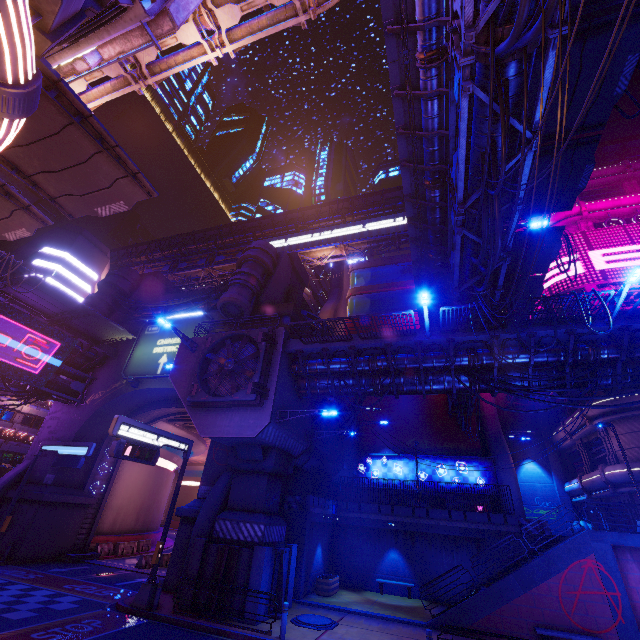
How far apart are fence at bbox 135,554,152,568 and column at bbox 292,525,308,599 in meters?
12.8

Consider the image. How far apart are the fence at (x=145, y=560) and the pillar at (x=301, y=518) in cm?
1317

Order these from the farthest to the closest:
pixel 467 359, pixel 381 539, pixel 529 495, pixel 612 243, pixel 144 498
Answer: pixel 144 498, pixel 529 495, pixel 612 243, pixel 381 539, pixel 467 359

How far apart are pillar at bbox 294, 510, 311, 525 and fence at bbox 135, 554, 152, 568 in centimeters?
1317cm

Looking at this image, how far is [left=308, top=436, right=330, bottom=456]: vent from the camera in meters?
23.0 m

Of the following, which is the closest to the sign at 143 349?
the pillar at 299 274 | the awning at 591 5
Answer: the pillar at 299 274

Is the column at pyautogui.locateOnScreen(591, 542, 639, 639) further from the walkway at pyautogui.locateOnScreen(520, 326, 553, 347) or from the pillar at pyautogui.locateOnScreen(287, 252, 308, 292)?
the pillar at pyautogui.locateOnScreen(287, 252, 308, 292)

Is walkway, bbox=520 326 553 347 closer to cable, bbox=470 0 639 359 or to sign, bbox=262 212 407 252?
cable, bbox=470 0 639 359
